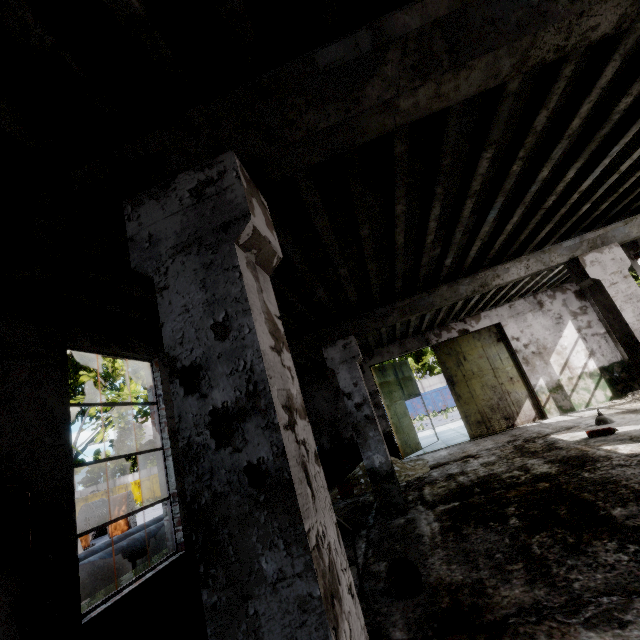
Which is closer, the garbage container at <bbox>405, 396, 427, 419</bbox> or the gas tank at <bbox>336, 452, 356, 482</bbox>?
the gas tank at <bbox>336, 452, 356, 482</bbox>

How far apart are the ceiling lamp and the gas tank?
7.1m

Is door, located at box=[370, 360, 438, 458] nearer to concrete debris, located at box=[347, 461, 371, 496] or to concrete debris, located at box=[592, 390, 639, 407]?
concrete debris, located at box=[347, 461, 371, 496]

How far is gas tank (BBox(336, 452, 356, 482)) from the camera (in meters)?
11.18

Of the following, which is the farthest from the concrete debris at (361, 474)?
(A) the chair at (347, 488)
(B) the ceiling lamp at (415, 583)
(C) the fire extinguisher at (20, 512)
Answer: (C) the fire extinguisher at (20, 512)

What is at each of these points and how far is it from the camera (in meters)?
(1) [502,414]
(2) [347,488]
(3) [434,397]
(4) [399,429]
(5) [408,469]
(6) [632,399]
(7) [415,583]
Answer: (1) door, 12.30
(2) chair, 9.62
(3) garbage container, 31.33
(4) door, 13.31
(5) concrete debris, 10.09
(6) concrete debris, 10.25
(7) ceiling lamp, 3.97

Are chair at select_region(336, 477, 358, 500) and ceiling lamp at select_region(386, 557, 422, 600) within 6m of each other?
yes

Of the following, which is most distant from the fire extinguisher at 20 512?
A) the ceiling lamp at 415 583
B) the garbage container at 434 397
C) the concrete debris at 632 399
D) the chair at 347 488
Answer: the garbage container at 434 397
